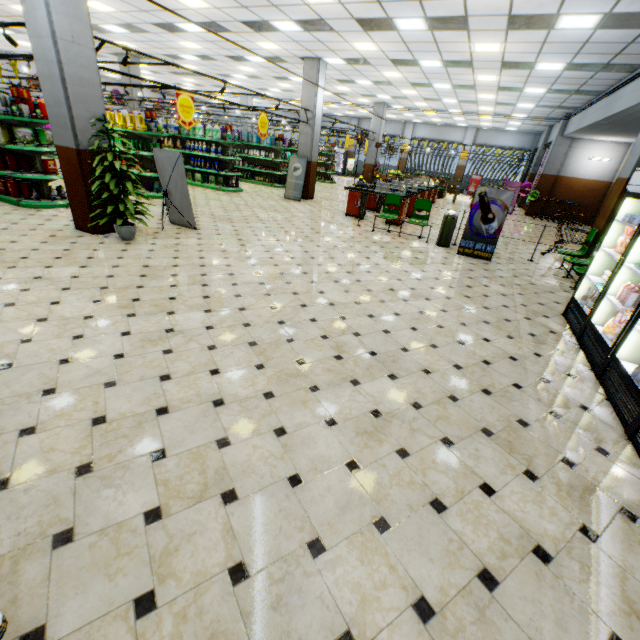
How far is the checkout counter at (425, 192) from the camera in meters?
11.0

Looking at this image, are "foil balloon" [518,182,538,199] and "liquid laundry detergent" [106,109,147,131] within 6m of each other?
no

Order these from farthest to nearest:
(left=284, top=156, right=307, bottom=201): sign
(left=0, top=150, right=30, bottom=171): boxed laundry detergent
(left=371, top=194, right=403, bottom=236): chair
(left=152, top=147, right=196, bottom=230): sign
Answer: (left=284, top=156, right=307, bottom=201): sign < (left=371, top=194, right=403, bottom=236): chair < (left=0, top=150, right=30, bottom=171): boxed laundry detergent < (left=152, top=147, right=196, bottom=230): sign

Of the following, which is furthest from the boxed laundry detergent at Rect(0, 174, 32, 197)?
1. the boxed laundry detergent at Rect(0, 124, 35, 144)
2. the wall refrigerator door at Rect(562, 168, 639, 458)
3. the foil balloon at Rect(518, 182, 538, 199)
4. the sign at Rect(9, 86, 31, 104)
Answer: the foil balloon at Rect(518, 182, 538, 199)

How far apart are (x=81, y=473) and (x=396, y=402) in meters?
2.5

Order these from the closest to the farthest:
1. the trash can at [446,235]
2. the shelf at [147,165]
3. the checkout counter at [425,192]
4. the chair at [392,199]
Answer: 1. the trash can at [446,235]
2. the chair at [392,199]
3. the shelf at [147,165]
4. the checkout counter at [425,192]

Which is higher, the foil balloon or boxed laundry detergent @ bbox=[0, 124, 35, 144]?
boxed laundry detergent @ bbox=[0, 124, 35, 144]

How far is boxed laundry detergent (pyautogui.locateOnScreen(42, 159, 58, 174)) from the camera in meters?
7.8 m
